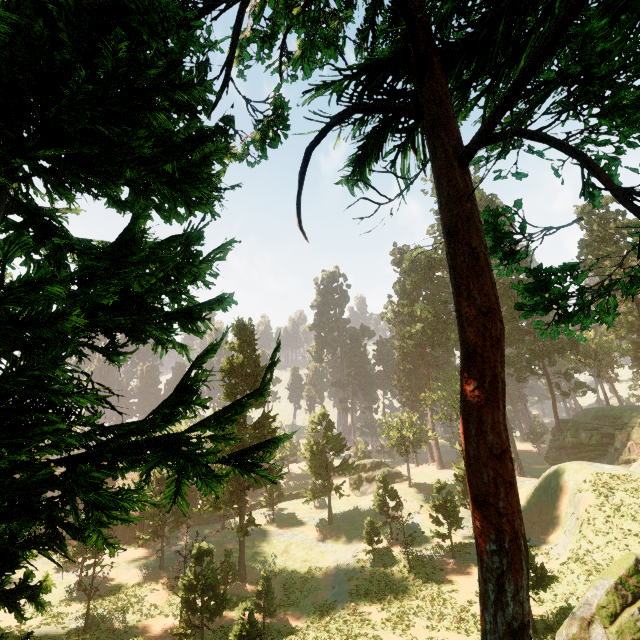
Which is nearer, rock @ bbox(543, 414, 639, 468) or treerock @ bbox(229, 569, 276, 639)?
treerock @ bbox(229, 569, 276, 639)

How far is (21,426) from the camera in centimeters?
252cm

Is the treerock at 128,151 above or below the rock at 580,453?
above

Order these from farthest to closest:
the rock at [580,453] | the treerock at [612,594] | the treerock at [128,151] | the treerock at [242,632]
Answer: the rock at [580,453] < the treerock at [242,632] < the treerock at [612,594] < the treerock at [128,151]

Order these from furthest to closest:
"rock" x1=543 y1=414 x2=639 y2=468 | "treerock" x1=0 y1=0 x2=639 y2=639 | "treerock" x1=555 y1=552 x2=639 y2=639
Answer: "rock" x1=543 y1=414 x2=639 y2=468
"treerock" x1=555 y1=552 x2=639 y2=639
"treerock" x1=0 y1=0 x2=639 y2=639

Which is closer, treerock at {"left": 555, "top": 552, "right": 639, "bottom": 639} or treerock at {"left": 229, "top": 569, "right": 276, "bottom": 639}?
treerock at {"left": 555, "top": 552, "right": 639, "bottom": 639}

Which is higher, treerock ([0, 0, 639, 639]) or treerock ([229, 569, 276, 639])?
treerock ([0, 0, 639, 639])
